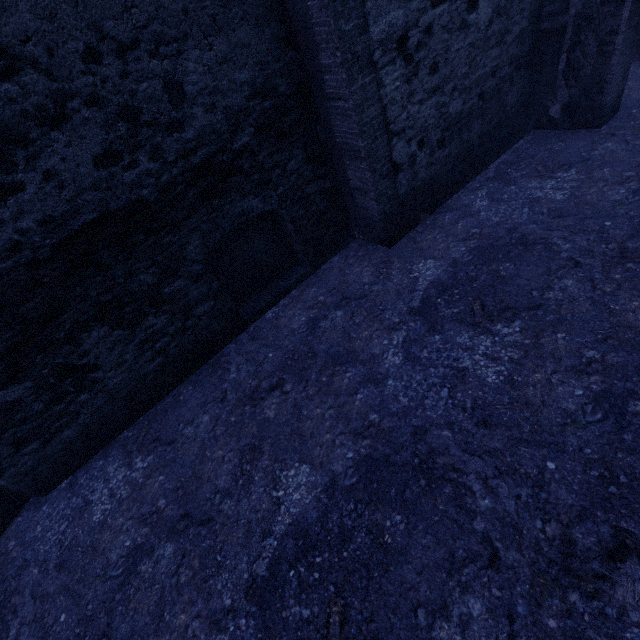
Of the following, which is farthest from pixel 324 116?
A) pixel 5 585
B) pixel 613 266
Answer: pixel 5 585
